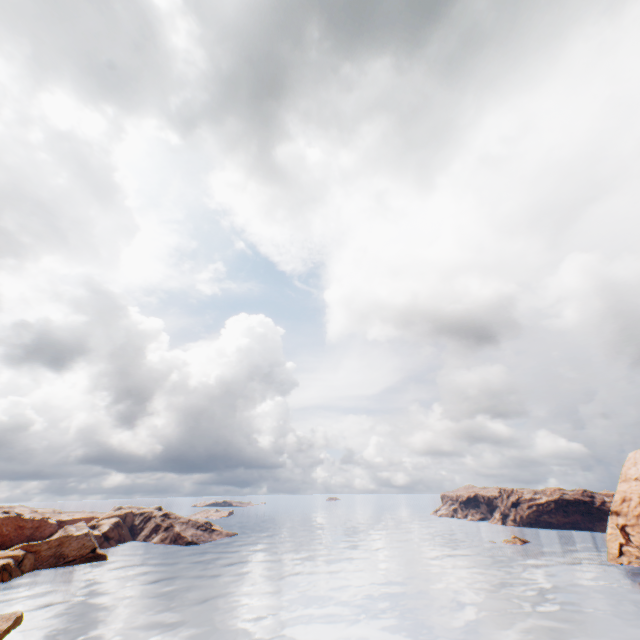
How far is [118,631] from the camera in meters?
47.9 m
